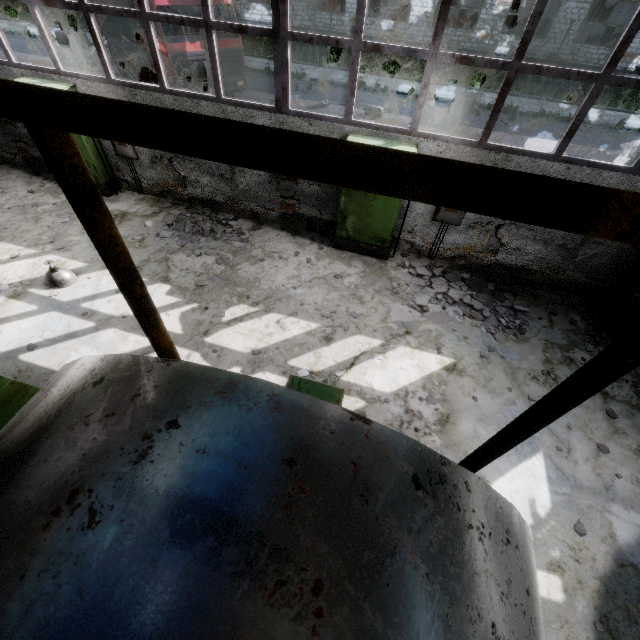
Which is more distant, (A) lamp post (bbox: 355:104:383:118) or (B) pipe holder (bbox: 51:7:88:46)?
(B) pipe holder (bbox: 51:7:88:46)

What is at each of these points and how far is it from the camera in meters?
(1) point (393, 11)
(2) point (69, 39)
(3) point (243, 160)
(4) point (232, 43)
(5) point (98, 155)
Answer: (1) cable machine, 24.1 m
(2) pipe holder, 19.3 m
(3) pipe, 1.0 m
(4) truck, 11.8 m
(5) power box, 8.3 m

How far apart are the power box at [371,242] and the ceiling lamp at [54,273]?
Result: 5.7 meters

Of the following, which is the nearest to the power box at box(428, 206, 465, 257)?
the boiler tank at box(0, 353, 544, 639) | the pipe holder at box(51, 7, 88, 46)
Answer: the boiler tank at box(0, 353, 544, 639)

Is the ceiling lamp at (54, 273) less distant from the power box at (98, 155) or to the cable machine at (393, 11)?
the power box at (98, 155)

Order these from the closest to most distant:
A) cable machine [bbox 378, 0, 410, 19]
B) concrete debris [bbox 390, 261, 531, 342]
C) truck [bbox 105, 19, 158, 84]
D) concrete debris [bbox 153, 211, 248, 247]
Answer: concrete debris [bbox 390, 261, 531, 342] < concrete debris [bbox 153, 211, 248, 247] < truck [bbox 105, 19, 158, 84] < cable machine [bbox 378, 0, 410, 19]

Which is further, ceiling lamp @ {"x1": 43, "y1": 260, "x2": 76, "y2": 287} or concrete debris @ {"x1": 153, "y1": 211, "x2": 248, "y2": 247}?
concrete debris @ {"x1": 153, "y1": 211, "x2": 248, "y2": 247}

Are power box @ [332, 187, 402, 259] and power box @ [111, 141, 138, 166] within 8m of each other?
yes
